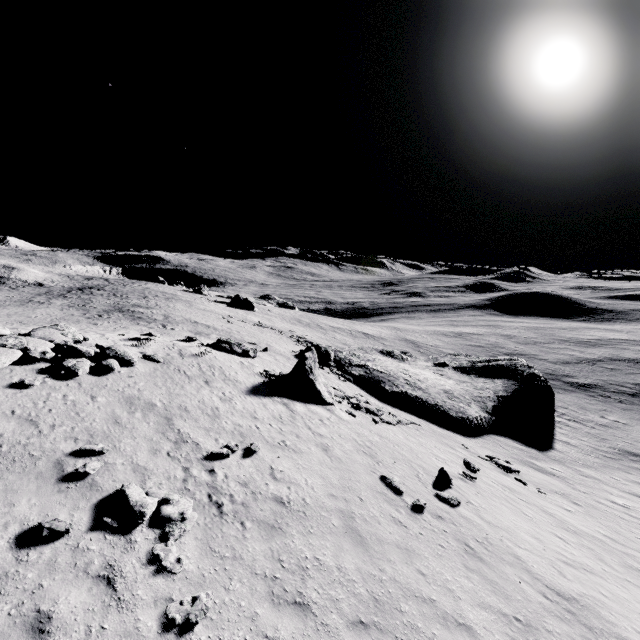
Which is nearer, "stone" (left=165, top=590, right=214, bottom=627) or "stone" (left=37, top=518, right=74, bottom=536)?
"stone" (left=165, top=590, right=214, bottom=627)

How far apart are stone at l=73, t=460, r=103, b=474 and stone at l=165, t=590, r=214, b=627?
4.3 meters

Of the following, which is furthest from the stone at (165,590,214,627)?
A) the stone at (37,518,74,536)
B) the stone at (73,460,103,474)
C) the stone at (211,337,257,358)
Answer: the stone at (211,337,257,358)

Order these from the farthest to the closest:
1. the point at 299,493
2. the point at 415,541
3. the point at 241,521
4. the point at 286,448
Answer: the point at 286,448
the point at 299,493
the point at 415,541
the point at 241,521

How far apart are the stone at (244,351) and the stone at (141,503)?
14.3m

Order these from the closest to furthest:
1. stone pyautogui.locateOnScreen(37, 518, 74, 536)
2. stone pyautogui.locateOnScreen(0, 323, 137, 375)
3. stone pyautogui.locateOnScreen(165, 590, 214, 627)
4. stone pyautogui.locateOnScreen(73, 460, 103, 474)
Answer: stone pyautogui.locateOnScreen(165, 590, 214, 627) → stone pyautogui.locateOnScreen(37, 518, 74, 536) → stone pyautogui.locateOnScreen(73, 460, 103, 474) → stone pyautogui.locateOnScreen(0, 323, 137, 375)

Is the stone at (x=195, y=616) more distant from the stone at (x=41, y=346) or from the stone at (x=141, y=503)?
the stone at (x=41, y=346)

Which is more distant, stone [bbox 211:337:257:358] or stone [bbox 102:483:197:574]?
stone [bbox 211:337:257:358]
